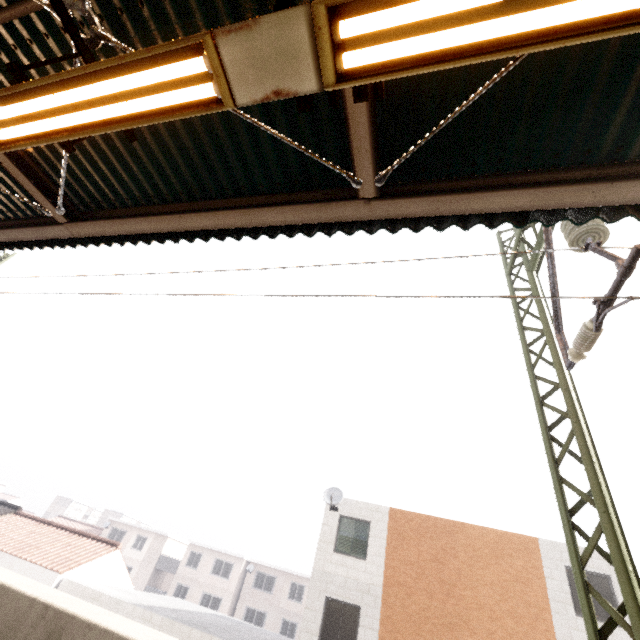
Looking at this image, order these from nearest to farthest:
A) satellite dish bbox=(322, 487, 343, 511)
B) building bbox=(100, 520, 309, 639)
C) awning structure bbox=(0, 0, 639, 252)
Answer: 1. awning structure bbox=(0, 0, 639, 252)
2. satellite dish bbox=(322, 487, 343, 511)
3. building bbox=(100, 520, 309, 639)

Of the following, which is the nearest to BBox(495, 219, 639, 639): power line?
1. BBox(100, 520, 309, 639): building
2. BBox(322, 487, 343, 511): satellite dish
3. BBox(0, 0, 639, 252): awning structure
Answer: BBox(0, 0, 639, 252): awning structure

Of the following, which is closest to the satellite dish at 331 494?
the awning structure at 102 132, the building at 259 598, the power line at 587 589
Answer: the power line at 587 589

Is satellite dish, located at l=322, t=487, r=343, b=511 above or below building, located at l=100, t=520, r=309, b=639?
above

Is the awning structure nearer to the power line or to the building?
the power line

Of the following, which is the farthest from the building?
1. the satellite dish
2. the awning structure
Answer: the awning structure

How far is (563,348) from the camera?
5.0m
